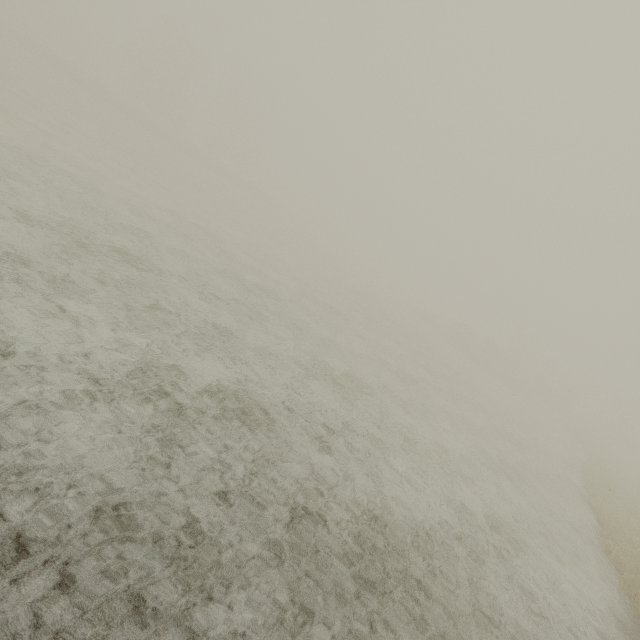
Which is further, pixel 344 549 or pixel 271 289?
pixel 271 289
